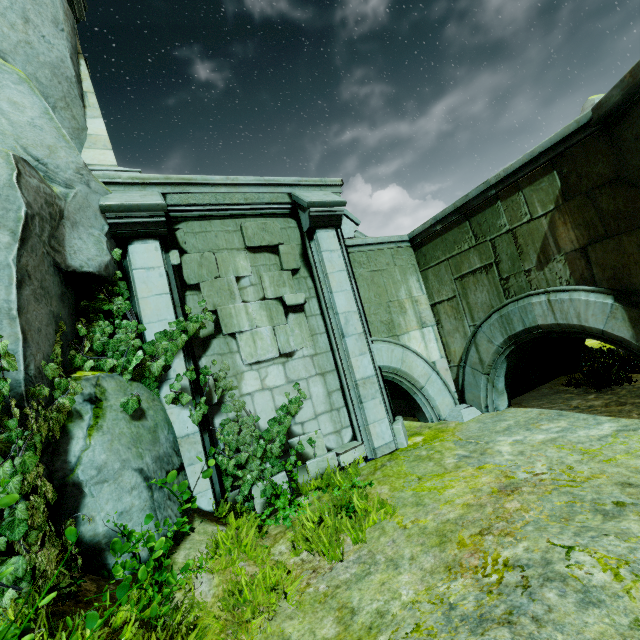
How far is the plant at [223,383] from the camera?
5.62m

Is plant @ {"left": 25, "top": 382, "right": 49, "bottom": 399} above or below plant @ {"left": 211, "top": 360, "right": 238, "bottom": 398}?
above

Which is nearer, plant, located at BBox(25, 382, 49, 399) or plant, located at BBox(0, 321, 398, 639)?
plant, located at BBox(0, 321, 398, 639)

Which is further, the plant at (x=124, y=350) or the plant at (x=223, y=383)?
the plant at (x=223, y=383)

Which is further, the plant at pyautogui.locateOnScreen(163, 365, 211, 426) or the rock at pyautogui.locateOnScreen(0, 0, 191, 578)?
the plant at pyautogui.locateOnScreen(163, 365, 211, 426)

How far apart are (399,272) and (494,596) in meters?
6.8 m

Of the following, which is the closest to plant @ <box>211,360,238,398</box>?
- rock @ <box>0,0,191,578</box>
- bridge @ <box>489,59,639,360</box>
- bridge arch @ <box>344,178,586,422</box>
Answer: rock @ <box>0,0,191,578</box>
